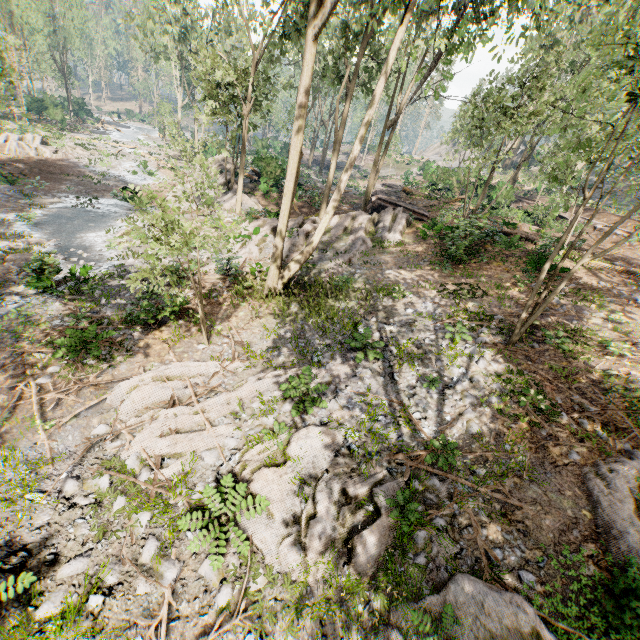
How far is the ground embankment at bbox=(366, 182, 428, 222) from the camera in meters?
22.0 m

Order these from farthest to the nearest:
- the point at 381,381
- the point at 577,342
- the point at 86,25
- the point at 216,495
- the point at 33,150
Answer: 1. the point at 86,25
2. the point at 33,150
3. the point at 577,342
4. the point at 381,381
5. the point at 216,495

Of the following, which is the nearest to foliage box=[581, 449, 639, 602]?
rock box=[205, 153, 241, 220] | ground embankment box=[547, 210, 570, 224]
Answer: rock box=[205, 153, 241, 220]

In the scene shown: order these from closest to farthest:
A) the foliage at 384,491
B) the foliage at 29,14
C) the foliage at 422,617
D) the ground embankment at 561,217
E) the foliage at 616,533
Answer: the foliage at 422,617, the foliage at 616,533, the foliage at 384,491, the foliage at 29,14, the ground embankment at 561,217

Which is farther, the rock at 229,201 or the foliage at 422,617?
the rock at 229,201

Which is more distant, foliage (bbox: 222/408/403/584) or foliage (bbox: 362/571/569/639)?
foliage (bbox: 222/408/403/584)

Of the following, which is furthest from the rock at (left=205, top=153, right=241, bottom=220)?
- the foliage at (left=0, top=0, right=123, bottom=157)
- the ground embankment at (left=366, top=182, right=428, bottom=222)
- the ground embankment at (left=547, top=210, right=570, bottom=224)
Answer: the ground embankment at (left=547, top=210, right=570, bottom=224)

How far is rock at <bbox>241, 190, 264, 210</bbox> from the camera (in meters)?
22.41
